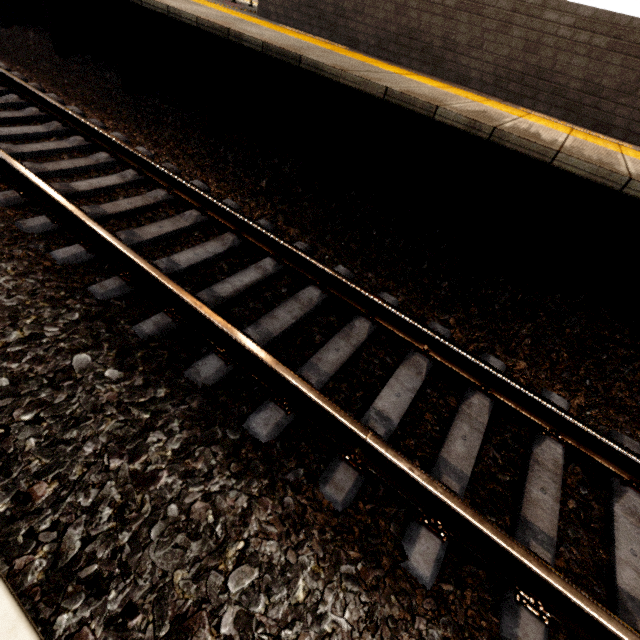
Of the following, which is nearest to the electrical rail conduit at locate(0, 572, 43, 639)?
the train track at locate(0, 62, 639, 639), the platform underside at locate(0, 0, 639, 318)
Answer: the train track at locate(0, 62, 639, 639)

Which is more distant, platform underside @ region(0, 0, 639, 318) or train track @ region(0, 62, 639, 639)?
platform underside @ region(0, 0, 639, 318)

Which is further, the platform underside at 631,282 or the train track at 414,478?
the platform underside at 631,282

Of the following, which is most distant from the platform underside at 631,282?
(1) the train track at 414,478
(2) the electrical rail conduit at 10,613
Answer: (2) the electrical rail conduit at 10,613

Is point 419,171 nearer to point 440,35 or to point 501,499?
point 440,35

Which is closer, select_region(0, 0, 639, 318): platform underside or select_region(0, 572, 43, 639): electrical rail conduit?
select_region(0, 572, 43, 639): electrical rail conduit

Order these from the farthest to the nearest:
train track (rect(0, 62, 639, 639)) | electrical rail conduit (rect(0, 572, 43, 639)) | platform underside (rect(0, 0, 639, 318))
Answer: platform underside (rect(0, 0, 639, 318)) → train track (rect(0, 62, 639, 639)) → electrical rail conduit (rect(0, 572, 43, 639))

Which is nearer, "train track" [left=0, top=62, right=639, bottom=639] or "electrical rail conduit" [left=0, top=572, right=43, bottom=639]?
"electrical rail conduit" [left=0, top=572, right=43, bottom=639]
